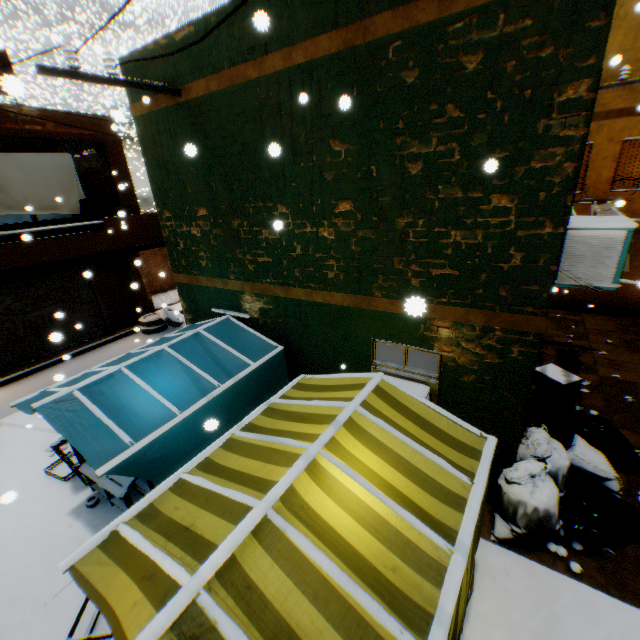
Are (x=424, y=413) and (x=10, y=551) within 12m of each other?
yes

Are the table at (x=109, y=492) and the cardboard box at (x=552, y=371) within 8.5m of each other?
yes

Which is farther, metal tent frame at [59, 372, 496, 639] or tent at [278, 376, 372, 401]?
tent at [278, 376, 372, 401]

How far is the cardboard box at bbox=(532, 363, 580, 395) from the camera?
7.0 meters

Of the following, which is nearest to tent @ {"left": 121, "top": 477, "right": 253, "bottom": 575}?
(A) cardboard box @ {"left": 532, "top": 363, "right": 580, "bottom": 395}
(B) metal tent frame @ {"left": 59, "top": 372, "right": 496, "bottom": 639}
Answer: (B) metal tent frame @ {"left": 59, "top": 372, "right": 496, "bottom": 639}

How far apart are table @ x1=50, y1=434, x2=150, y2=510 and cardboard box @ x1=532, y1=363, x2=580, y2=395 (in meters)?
7.80

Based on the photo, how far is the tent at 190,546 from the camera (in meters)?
2.31

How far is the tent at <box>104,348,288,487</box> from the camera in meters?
3.7 m
